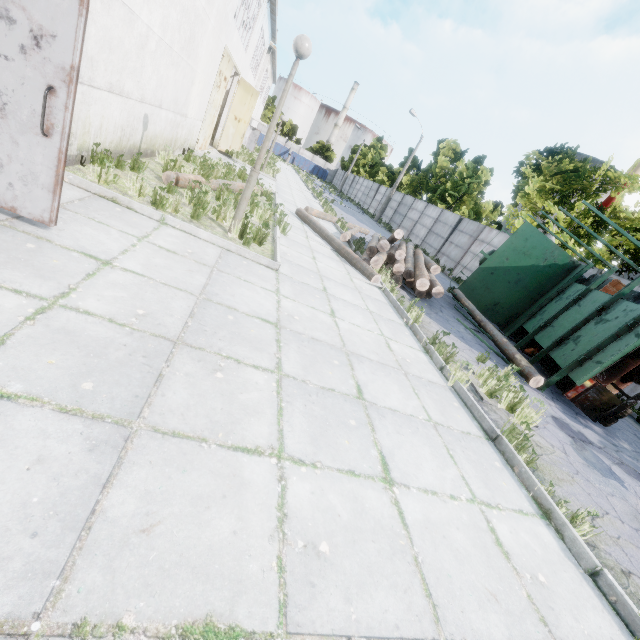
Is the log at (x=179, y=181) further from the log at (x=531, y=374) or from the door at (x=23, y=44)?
the log at (x=531, y=374)

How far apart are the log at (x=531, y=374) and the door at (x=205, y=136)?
12.02m

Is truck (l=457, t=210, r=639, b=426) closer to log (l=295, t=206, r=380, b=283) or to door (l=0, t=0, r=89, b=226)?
log (l=295, t=206, r=380, b=283)

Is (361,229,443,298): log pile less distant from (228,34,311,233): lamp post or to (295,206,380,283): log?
(295,206,380,283): log

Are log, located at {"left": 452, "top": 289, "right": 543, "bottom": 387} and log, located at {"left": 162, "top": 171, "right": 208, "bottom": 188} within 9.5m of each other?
yes

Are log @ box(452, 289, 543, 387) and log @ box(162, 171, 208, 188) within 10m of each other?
yes

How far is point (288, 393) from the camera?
3.06m

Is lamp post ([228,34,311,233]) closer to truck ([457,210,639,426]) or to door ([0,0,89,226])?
door ([0,0,89,226])
